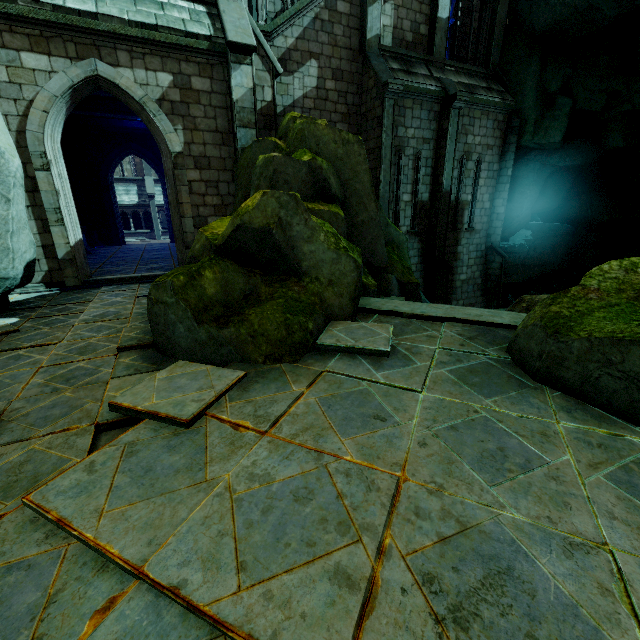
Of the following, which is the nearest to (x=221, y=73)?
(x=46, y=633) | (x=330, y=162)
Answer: (x=330, y=162)

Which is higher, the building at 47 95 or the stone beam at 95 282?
the building at 47 95

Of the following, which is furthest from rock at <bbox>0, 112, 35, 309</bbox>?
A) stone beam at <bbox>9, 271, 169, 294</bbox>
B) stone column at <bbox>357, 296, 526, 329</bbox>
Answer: stone beam at <bbox>9, 271, 169, 294</bbox>

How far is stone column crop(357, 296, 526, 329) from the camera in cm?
547

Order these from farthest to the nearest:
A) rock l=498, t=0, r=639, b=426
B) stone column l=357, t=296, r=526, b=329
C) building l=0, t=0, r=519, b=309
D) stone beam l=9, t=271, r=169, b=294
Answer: stone beam l=9, t=271, r=169, b=294 < building l=0, t=0, r=519, b=309 < stone column l=357, t=296, r=526, b=329 < rock l=498, t=0, r=639, b=426

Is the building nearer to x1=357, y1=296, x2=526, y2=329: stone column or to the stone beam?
the stone beam

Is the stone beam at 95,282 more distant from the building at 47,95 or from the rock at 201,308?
the rock at 201,308
